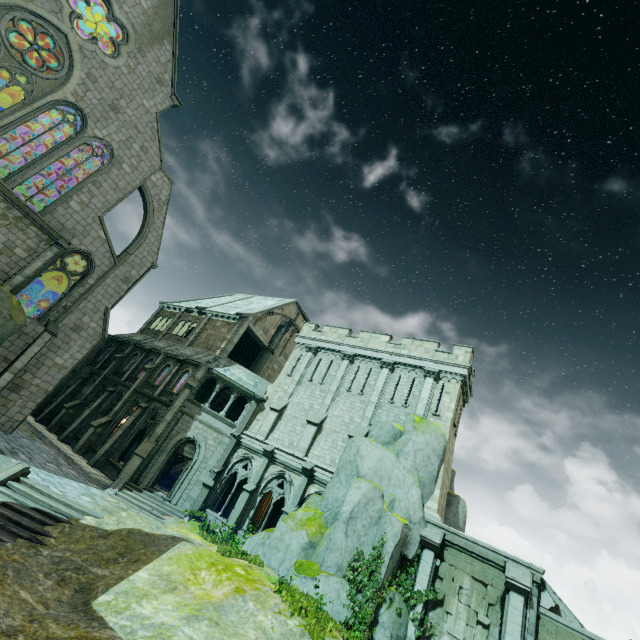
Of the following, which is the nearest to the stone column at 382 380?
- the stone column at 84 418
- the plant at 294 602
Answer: the plant at 294 602

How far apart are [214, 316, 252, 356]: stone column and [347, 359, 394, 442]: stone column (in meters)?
12.11

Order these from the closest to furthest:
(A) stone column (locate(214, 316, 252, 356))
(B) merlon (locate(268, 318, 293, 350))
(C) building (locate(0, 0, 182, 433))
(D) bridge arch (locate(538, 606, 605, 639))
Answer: (D) bridge arch (locate(538, 606, 605, 639)) < (C) building (locate(0, 0, 182, 433)) < (A) stone column (locate(214, 316, 252, 356)) < (B) merlon (locate(268, 318, 293, 350))

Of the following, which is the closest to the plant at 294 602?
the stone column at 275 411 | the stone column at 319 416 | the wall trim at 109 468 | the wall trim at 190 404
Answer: the stone column at 319 416

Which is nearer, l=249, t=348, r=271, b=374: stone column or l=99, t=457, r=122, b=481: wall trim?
l=99, t=457, r=122, b=481: wall trim

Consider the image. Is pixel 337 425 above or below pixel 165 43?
below

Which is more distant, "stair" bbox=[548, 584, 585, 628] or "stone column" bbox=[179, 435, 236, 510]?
"stone column" bbox=[179, 435, 236, 510]

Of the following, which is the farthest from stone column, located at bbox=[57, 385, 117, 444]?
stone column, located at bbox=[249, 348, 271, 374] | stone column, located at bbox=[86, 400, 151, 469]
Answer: stone column, located at bbox=[249, 348, 271, 374]
